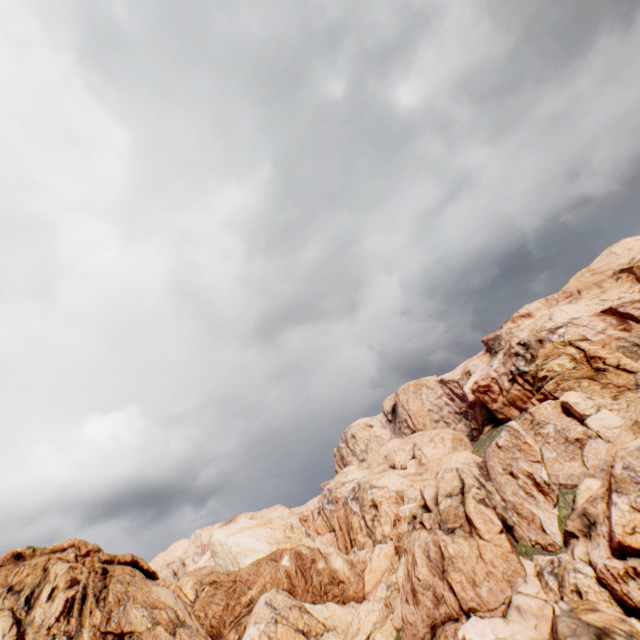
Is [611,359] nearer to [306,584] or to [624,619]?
[624,619]
